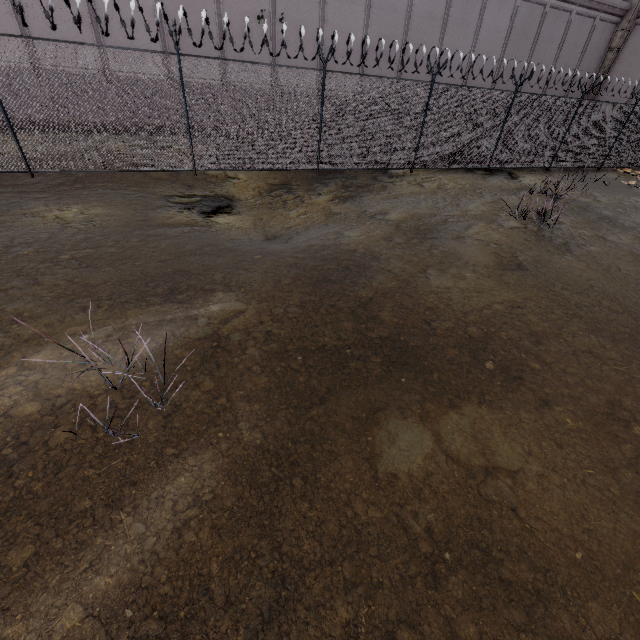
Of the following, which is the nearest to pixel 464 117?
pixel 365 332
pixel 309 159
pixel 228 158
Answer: pixel 309 159

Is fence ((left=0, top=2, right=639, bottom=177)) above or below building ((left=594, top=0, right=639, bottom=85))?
below

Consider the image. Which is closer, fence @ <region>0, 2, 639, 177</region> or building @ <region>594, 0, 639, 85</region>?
fence @ <region>0, 2, 639, 177</region>

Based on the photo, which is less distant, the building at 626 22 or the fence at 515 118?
the fence at 515 118

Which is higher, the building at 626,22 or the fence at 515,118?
the building at 626,22
